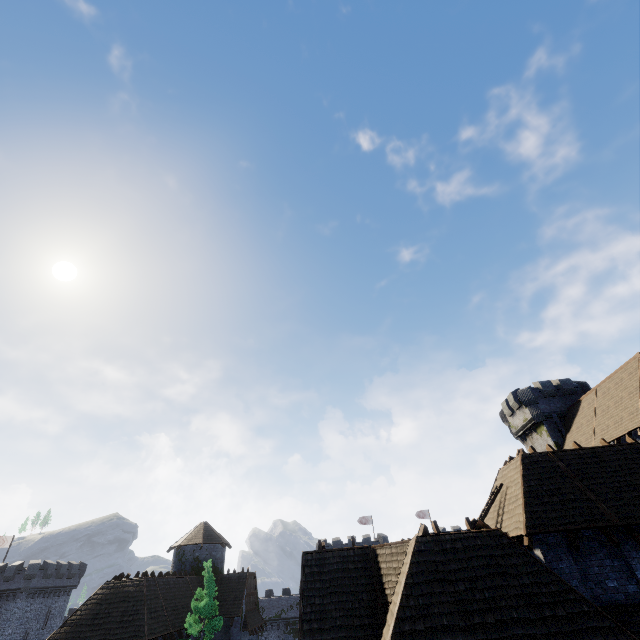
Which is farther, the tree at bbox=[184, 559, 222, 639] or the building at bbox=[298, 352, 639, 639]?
the tree at bbox=[184, 559, 222, 639]

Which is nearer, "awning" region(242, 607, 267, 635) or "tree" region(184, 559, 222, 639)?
"tree" region(184, 559, 222, 639)

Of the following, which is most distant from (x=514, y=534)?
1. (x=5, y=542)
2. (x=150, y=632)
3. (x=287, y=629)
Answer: (x=5, y=542)

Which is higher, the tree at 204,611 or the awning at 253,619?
the tree at 204,611

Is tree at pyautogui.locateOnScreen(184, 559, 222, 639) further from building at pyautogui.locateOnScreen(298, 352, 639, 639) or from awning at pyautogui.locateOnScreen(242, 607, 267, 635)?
building at pyautogui.locateOnScreen(298, 352, 639, 639)

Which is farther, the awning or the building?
the awning

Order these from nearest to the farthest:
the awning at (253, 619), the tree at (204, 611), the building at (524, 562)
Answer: the building at (524, 562), the tree at (204, 611), the awning at (253, 619)
